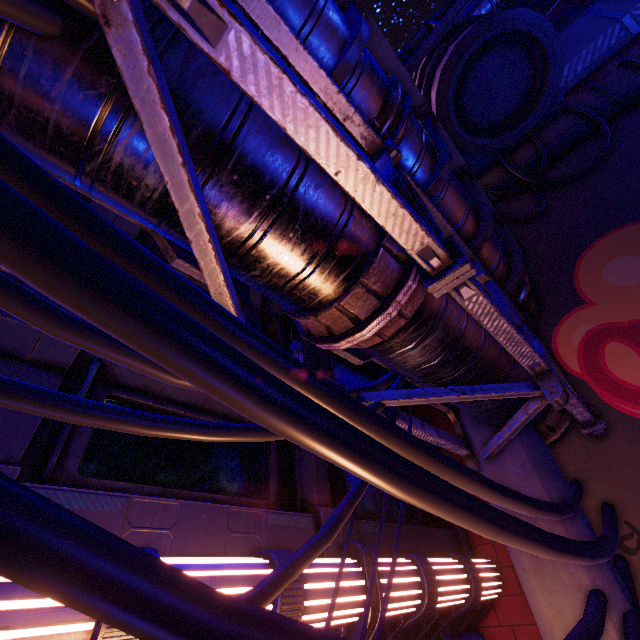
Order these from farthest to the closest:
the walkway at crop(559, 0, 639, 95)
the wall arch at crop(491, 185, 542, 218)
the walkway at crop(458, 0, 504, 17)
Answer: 1. the walkway at crop(458, 0, 504, 17)
2. the walkway at crop(559, 0, 639, 95)
3. the wall arch at crop(491, 185, 542, 218)

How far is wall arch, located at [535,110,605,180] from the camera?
8.4 meters

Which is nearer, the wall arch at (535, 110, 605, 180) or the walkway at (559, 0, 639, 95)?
the wall arch at (535, 110, 605, 180)

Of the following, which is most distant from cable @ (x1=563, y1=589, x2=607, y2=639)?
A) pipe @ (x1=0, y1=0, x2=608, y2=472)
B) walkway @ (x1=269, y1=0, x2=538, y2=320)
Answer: walkway @ (x1=269, y1=0, x2=538, y2=320)

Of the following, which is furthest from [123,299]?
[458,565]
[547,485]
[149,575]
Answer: [458,565]

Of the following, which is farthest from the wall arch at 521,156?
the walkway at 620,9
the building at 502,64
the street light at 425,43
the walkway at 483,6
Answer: the walkway at 483,6

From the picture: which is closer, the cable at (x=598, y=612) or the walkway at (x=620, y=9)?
the cable at (x=598, y=612)

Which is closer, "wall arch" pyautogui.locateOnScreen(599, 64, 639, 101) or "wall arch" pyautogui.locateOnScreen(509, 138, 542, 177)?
"wall arch" pyautogui.locateOnScreen(599, 64, 639, 101)
